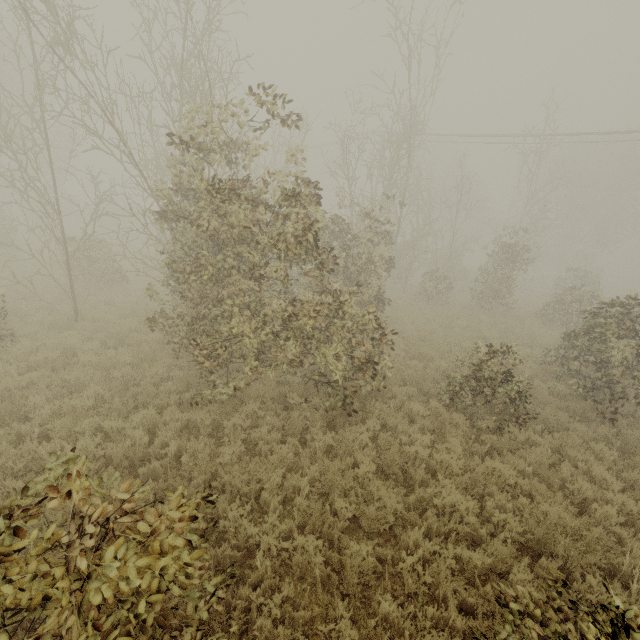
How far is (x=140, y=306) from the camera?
13.5 meters
